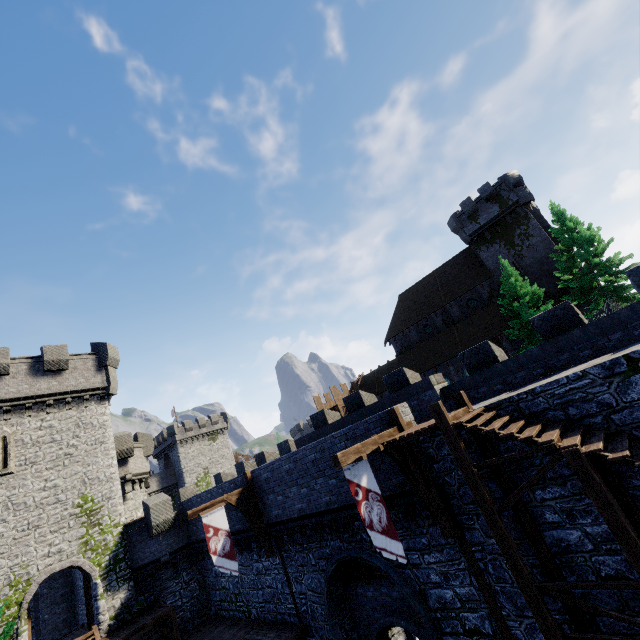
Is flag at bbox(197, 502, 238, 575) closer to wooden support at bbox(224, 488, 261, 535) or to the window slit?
wooden support at bbox(224, 488, 261, 535)

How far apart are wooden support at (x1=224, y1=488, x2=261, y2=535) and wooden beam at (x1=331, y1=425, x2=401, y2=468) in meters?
9.6

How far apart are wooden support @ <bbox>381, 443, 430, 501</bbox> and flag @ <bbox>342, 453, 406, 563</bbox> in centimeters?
37cm

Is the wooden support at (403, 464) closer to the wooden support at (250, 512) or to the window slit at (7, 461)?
the wooden support at (250, 512)

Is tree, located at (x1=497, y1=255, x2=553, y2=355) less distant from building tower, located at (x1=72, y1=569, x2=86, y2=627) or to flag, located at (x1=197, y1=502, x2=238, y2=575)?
flag, located at (x1=197, y1=502, x2=238, y2=575)

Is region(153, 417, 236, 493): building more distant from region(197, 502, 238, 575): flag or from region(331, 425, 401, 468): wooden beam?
region(331, 425, 401, 468): wooden beam

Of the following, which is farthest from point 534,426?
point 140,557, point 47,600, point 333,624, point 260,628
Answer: point 47,600

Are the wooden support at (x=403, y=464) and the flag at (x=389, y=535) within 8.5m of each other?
yes
